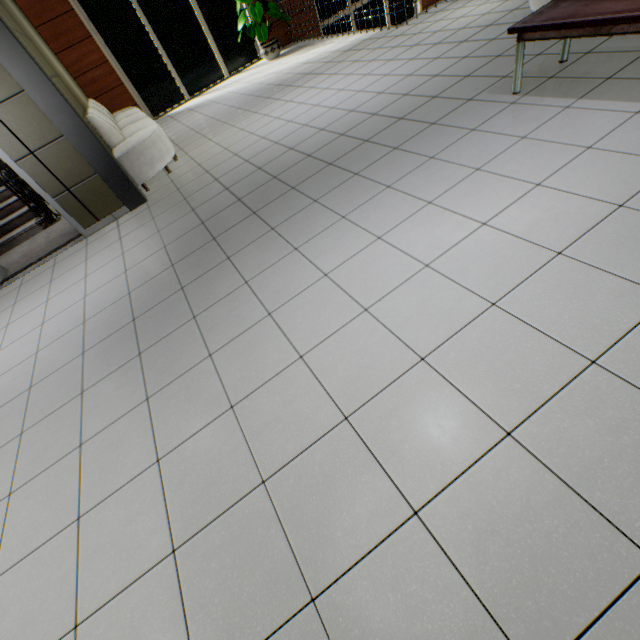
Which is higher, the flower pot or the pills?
the pills

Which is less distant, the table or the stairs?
the table

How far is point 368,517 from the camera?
1.3m

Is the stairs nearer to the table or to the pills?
the pills

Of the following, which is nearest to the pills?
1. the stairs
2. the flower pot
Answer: the flower pot

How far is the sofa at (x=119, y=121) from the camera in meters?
4.8

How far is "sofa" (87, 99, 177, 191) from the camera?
4.83m

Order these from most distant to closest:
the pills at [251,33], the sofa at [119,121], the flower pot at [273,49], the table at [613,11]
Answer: the flower pot at [273,49]
the pills at [251,33]
the sofa at [119,121]
the table at [613,11]
